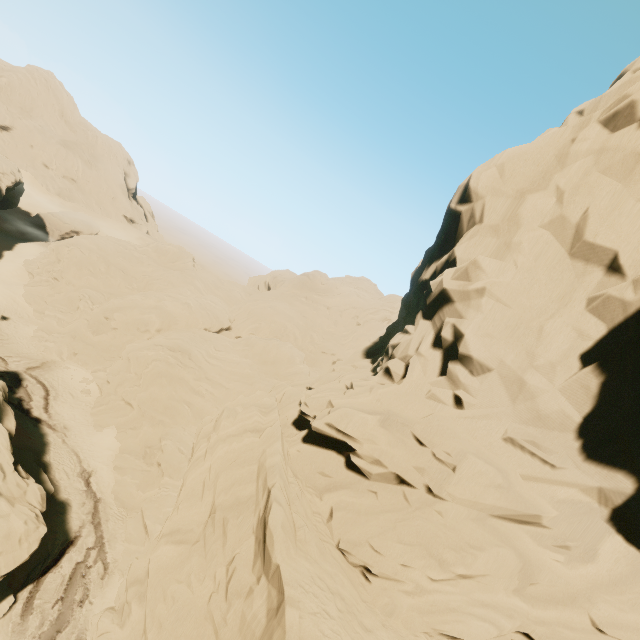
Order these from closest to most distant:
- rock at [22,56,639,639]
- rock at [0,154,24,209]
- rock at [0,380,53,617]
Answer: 1. rock at [22,56,639,639]
2. rock at [0,380,53,617]
3. rock at [0,154,24,209]

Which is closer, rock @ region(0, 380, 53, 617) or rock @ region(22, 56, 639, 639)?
rock @ region(22, 56, 639, 639)

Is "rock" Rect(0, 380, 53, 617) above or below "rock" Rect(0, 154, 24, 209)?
below

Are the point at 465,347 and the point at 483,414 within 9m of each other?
yes

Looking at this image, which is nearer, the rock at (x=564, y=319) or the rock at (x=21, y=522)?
the rock at (x=564, y=319)

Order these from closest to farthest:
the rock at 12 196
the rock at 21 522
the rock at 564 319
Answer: the rock at 564 319, the rock at 21 522, the rock at 12 196
